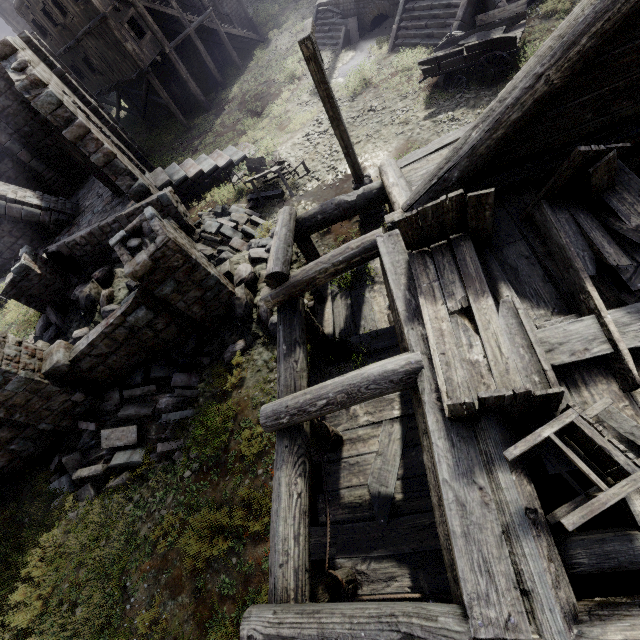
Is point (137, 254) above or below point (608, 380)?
above

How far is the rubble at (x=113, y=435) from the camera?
8.1m

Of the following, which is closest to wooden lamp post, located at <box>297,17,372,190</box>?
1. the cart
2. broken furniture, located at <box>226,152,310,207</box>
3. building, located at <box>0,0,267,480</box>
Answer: building, located at <box>0,0,267,480</box>

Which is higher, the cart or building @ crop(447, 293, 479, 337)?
building @ crop(447, 293, 479, 337)

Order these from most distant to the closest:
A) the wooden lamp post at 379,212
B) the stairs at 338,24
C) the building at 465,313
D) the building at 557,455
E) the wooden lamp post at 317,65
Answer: the stairs at 338,24
the wooden lamp post at 379,212
the wooden lamp post at 317,65
the building at 465,313
the building at 557,455

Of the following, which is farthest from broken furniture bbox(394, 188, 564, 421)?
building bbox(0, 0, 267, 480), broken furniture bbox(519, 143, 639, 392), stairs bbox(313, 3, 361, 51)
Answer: stairs bbox(313, 3, 361, 51)

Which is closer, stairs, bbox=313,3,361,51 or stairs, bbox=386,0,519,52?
stairs, bbox=386,0,519,52

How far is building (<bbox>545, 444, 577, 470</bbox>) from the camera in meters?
2.6
